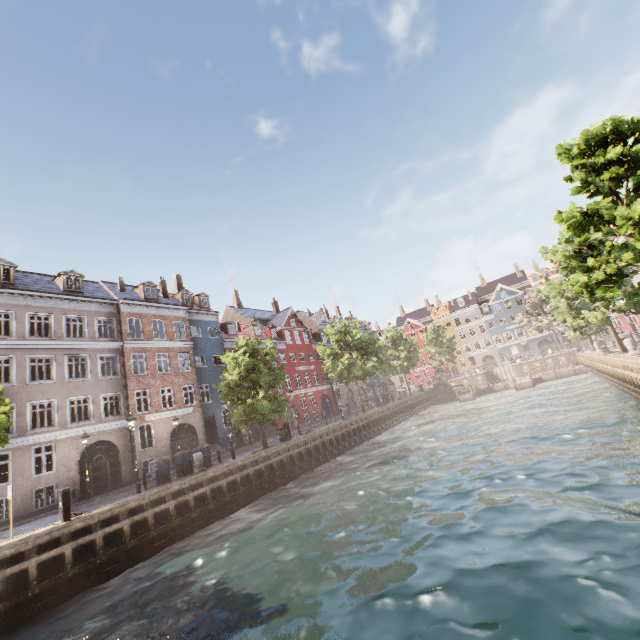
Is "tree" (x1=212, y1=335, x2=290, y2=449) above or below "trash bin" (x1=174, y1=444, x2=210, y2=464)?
above

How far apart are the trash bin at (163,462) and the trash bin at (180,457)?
0.54m

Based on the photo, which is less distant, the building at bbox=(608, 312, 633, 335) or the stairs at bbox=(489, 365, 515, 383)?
the stairs at bbox=(489, 365, 515, 383)

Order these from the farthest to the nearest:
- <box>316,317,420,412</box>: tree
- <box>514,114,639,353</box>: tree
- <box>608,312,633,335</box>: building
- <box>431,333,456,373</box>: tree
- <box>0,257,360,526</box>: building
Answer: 1. <box>431,333,456,373</box>: tree
2. <box>608,312,633,335</box>: building
3. <box>316,317,420,412</box>: tree
4. <box>0,257,360,526</box>: building
5. <box>514,114,639,353</box>: tree

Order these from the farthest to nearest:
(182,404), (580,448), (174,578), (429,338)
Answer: (429,338)
(182,404)
(580,448)
(174,578)

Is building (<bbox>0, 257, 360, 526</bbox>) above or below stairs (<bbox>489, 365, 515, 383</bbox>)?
above

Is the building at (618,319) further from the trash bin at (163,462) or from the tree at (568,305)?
the trash bin at (163,462)

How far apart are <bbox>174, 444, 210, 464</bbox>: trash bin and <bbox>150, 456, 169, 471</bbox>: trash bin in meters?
0.5
